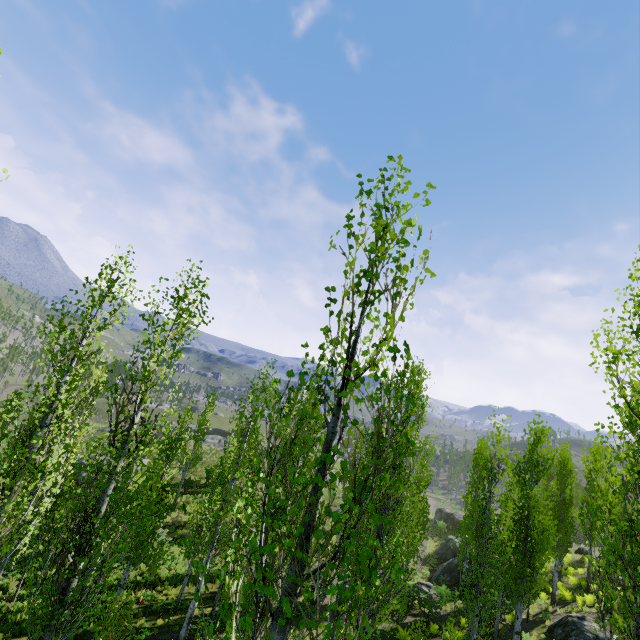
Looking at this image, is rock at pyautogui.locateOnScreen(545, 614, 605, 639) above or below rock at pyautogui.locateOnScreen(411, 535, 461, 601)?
above

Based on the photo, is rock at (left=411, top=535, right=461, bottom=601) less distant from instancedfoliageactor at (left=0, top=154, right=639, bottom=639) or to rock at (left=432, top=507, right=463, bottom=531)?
rock at (left=432, top=507, right=463, bottom=531)

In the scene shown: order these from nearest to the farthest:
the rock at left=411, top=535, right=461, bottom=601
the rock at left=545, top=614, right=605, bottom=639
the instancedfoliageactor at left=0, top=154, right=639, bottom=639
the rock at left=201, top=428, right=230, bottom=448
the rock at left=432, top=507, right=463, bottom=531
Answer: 1. the instancedfoliageactor at left=0, top=154, right=639, bottom=639
2. the rock at left=545, top=614, right=605, bottom=639
3. the rock at left=411, top=535, right=461, bottom=601
4. the rock at left=432, top=507, right=463, bottom=531
5. the rock at left=201, top=428, right=230, bottom=448

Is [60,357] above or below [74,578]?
above

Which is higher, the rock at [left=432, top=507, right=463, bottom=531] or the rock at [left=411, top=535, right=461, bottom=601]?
the rock at [left=432, top=507, right=463, bottom=531]

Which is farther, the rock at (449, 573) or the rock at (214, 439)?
the rock at (214, 439)

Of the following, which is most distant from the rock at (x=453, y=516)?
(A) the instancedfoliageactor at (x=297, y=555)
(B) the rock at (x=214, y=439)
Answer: (B) the rock at (x=214, y=439)

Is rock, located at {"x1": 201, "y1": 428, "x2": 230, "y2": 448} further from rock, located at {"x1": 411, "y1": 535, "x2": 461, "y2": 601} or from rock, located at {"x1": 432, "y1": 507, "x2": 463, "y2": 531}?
rock, located at {"x1": 432, "y1": 507, "x2": 463, "y2": 531}
